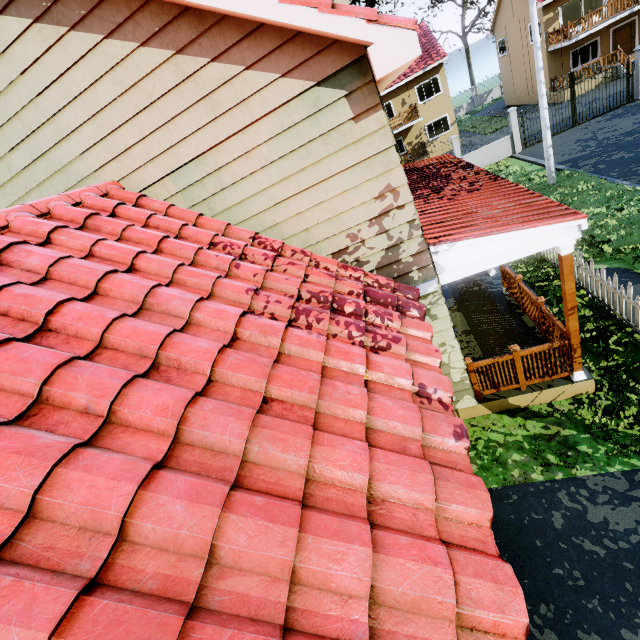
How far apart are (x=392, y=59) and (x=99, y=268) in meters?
3.7 m

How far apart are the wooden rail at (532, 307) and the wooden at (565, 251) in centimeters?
110cm

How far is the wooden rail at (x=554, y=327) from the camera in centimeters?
559cm

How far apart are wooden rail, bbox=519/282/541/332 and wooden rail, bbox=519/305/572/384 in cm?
121

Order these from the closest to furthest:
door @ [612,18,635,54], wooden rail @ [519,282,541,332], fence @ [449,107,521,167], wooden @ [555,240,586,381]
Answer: wooden @ [555,240,586,381] → wooden rail @ [519,282,541,332] → fence @ [449,107,521,167] → door @ [612,18,635,54]

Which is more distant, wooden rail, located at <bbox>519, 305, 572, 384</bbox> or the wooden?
wooden rail, located at <bbox>519, 305, 572, 384</bbox>

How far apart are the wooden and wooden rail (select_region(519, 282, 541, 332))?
1.10m

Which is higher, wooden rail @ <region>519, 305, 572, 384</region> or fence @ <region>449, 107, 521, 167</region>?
wooden rail @ <region>519, 305, 572, 384</region>
